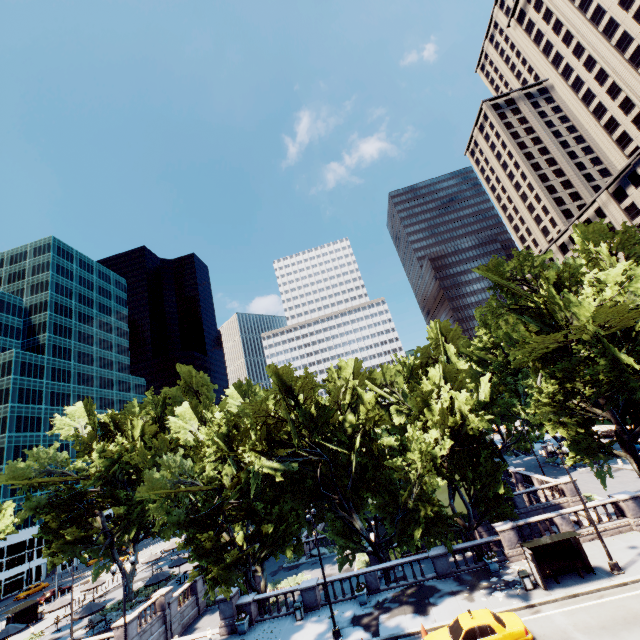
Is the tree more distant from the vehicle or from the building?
the building

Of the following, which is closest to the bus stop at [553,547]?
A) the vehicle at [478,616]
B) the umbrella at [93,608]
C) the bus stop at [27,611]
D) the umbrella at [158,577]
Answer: the vehicle at [478,616]

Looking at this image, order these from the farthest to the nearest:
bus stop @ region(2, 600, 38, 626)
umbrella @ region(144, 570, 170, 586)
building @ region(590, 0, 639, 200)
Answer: building @ region(590, 0, 639, 200)
bus stop @ region(2, 600, 38, 626)
umbrella @ region(144, 570, 170, 586)

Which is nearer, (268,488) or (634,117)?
(268,488)

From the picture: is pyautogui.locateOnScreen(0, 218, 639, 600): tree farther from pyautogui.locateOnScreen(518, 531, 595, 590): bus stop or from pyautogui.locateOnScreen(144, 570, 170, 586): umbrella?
pyautogui.locateOnScreen(518, 531, 595, 590): bus stop

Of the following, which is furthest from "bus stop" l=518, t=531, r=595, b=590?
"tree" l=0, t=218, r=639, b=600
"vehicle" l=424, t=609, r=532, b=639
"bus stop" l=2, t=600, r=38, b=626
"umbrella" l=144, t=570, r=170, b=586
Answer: "bus stop" l=2, t=600, r=38, b=626

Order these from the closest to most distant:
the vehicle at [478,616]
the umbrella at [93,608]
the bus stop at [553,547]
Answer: the vehicle at [478,616]
the bus stop at [553,547]
the umbrella at [93,608]

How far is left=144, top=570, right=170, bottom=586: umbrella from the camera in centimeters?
3550cm
